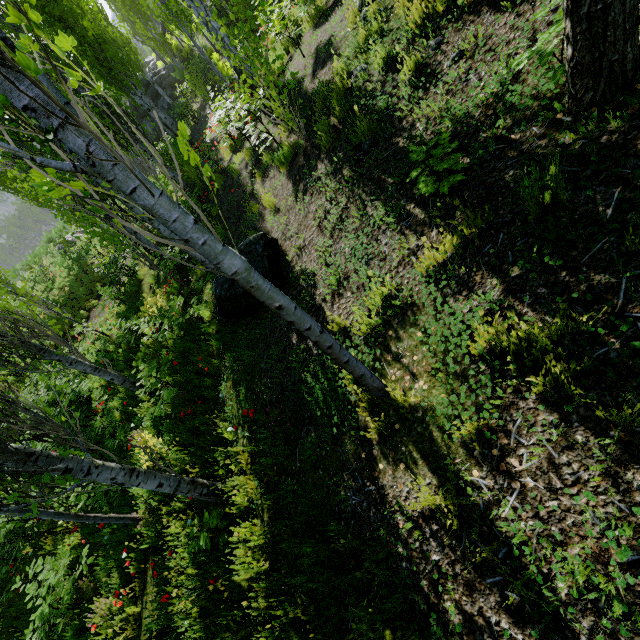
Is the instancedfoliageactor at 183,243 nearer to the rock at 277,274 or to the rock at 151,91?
the rock at 277,274

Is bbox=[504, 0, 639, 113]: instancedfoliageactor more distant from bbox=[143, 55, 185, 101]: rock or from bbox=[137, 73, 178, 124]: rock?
bbox=[137, 73, 178, 124]: rock

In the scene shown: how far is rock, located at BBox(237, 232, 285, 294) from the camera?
5.1m

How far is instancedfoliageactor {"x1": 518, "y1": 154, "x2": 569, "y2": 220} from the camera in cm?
227

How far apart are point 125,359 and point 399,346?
9.7m

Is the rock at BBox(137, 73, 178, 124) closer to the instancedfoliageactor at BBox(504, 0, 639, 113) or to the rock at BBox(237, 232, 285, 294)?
the instancedfoliageactor at BBox(504, 0, 639, 113)

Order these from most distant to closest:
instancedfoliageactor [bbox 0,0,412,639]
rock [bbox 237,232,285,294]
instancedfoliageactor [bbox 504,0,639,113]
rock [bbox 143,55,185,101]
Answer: rock [bbox 143,55,185,101] < rock [bbox 237,232,285,294] < instancedfoliageactor [bbox 504,0,639,113] < instancedfoliageactor [bbox 0,0,412,639]

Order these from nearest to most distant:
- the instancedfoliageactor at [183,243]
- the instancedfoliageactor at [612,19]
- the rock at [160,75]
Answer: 1. the instancedfoliageactor at [183,243]
2. the instancedfoliageactor at [612,19]
3. the rock at [160,75]
